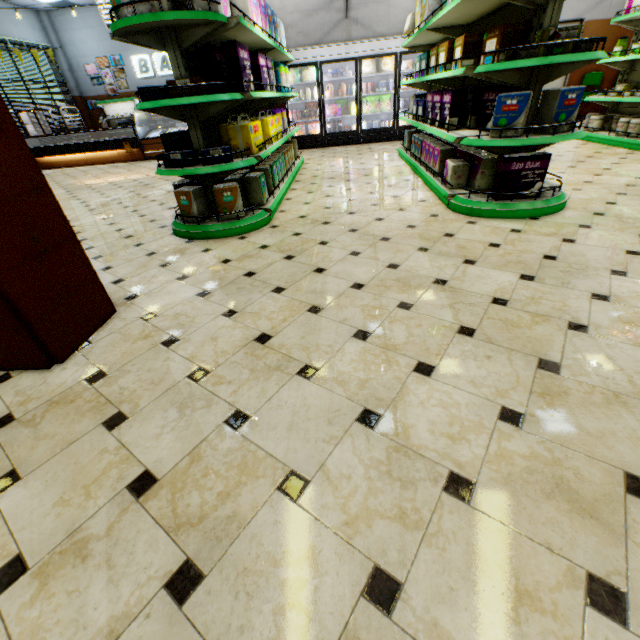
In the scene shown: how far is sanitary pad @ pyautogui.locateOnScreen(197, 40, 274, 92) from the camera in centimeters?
324cm

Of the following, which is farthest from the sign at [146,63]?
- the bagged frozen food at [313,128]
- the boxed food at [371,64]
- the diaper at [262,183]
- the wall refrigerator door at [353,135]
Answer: the diaper at [262,183]

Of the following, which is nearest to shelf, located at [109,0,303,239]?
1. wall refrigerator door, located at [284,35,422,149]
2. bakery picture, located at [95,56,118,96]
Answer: wall refrigerator door, located at [284,35,422,149]

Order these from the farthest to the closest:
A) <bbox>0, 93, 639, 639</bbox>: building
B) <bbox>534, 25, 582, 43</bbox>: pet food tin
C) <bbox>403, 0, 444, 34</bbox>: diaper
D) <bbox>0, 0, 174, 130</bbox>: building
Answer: <bbox>0, 0, 174, 130</bbox>: building → <bbox>403, 0, 444, 34</bbox>: diaper → <bbox>534, 25, 582, 43</bbox>: pet food tin → <bbox>0, 93, 639, 639</bbox>: building

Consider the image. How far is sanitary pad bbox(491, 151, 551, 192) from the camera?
3.2m

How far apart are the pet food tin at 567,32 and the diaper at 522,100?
0.27m

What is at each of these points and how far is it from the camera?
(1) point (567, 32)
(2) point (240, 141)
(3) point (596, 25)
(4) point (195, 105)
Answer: (1) pet food tin, 2.7 meters
(2) diaper, 3.7 meters
(3) building, 8.3 meters
(4) shelf, 3.3 meters

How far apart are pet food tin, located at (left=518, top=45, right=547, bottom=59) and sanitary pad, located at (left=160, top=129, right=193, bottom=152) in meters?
3.4
